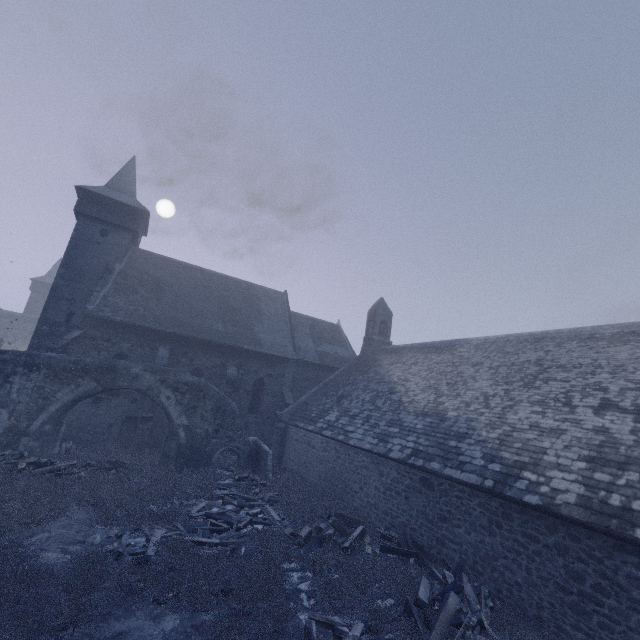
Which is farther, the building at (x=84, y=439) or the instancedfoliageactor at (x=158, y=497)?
the building at (x=84, y=439)

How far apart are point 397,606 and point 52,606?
6.93m

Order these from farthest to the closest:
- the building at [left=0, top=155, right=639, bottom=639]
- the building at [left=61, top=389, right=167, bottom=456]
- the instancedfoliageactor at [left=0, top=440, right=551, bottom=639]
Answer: the building at [left=61, top=389, right=167, bottom=456] → the building at [left=0, top=155, right=639, bottom=639] → the instancedfoliageactor at [left=0, top=440, right=551, bottom=639]

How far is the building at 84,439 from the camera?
17.4m

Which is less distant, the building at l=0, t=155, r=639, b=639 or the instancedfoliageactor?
the instancedfoliageactor

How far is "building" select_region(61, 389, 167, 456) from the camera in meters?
17.4

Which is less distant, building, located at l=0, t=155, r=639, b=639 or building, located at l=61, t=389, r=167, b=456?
building, located at l=0, t=155, r=639, b=639
